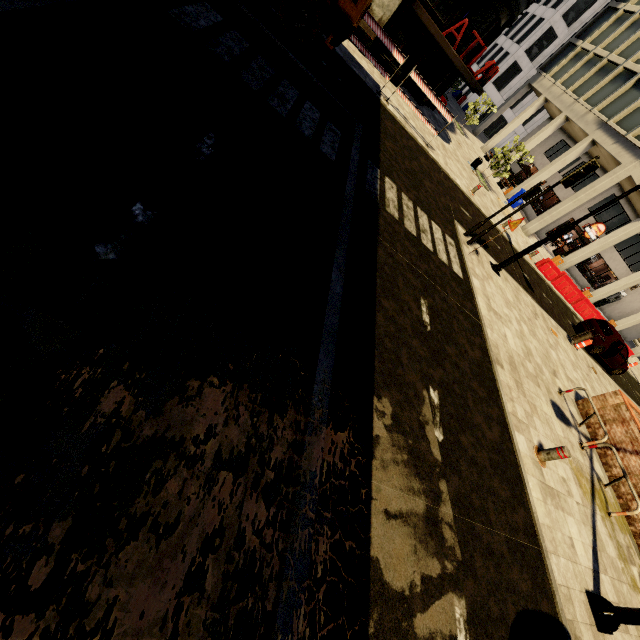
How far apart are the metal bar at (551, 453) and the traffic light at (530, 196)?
7.0 meters

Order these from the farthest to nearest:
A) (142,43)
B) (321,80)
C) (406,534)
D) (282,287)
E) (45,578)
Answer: (321,80) < (142,43) < (282,287) < (406,534) < (45,578)

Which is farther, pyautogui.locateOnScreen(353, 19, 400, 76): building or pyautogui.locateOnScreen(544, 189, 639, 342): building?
pyautogui.locateOnScreen(544, 189, 639, 342): building

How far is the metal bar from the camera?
6.5m

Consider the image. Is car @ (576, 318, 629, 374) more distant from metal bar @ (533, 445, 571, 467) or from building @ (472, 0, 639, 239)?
metal bar @ (533, 445, 571, 467)

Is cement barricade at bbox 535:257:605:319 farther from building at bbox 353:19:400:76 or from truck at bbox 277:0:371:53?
truck at bbox 277:0:371:53

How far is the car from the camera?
16.4 meters

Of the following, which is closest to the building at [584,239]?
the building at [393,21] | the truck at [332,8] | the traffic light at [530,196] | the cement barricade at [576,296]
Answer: the cement barricade at [576,296]
